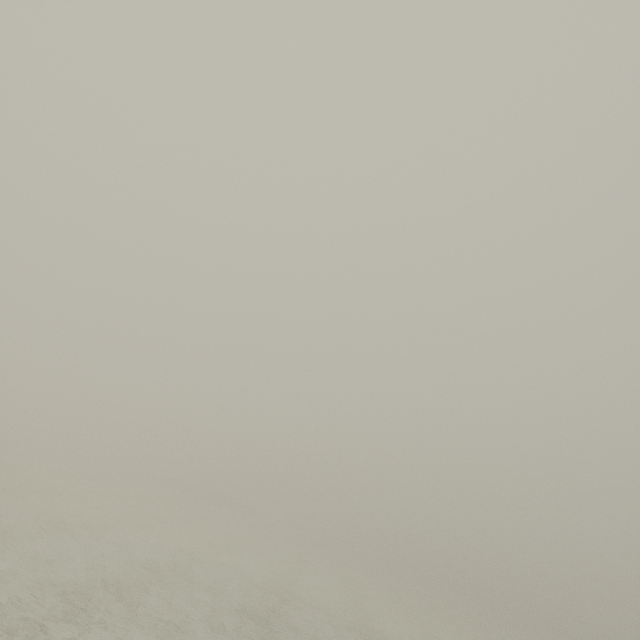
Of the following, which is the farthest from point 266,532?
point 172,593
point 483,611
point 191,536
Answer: point 483,611
